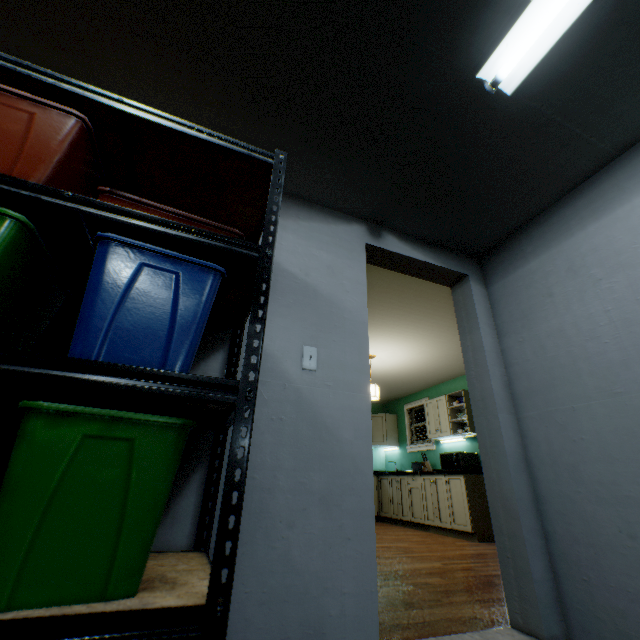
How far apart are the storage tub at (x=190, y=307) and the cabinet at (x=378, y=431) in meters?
6.4 m

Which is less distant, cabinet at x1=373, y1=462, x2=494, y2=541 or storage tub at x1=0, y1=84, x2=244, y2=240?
storage tub at x1=0, y1=84, x2=244, y2=240

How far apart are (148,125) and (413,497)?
6.3m

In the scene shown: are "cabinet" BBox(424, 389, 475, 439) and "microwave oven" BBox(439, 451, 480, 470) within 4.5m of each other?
yes

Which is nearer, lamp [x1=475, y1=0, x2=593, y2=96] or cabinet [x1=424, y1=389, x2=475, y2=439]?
lamp [x1=475, y1=0, x2=593, y2=96]

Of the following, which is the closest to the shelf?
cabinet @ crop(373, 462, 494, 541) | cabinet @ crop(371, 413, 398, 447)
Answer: cabinet @ crop(373, 462, 494, 541)

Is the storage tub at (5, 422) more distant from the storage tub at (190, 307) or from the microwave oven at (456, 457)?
the microwave oven at (456, 457)

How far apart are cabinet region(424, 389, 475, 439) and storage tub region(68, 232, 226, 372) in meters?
5.1
